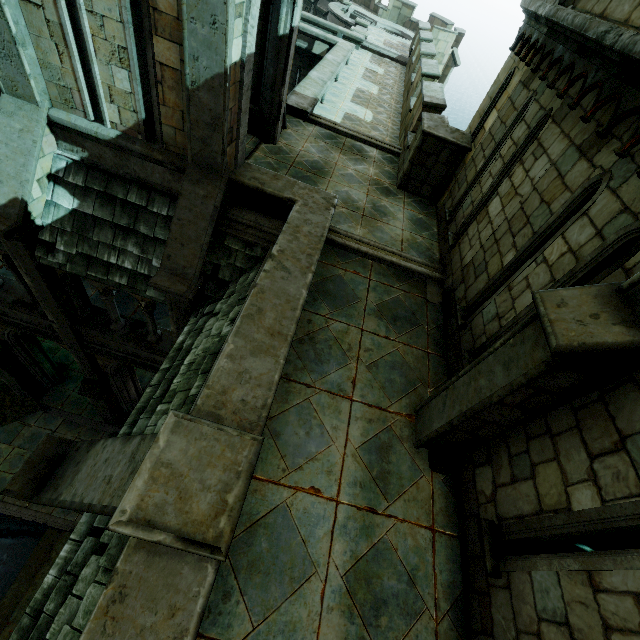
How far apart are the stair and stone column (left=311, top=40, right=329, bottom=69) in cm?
1870

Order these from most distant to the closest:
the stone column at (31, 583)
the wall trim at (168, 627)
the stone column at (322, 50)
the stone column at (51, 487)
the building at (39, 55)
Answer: the stone column at (322, 50)
the stone column at (31, 583)
the building at (39, 55)
the stone column at (51, 487)
the wall trim at (168, 627)

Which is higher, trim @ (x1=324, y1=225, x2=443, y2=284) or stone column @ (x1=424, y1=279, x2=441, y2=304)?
trim @ (x1=324, y1=225, x2=443, y2=284)

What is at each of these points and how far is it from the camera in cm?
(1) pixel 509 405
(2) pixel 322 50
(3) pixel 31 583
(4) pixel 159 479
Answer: (1) stone column, 319
(2) stone column, 1622
(3) stone column, 975
(4) stair, 260

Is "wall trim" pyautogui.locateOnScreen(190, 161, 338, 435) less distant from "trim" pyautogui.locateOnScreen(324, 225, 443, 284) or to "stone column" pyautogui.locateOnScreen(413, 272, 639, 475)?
"trim" pyautogui.locateOnScreen(324, 225, 443, 284)

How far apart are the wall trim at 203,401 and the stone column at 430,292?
2.3 meters

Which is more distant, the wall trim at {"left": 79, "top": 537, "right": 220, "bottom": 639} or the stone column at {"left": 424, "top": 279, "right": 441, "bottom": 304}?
the stone column at {"left": 424, "top": 279, "right": 441, "bottom": 304}

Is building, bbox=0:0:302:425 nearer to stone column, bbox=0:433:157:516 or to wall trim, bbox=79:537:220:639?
wall trim, bbox=79:537:220:639
